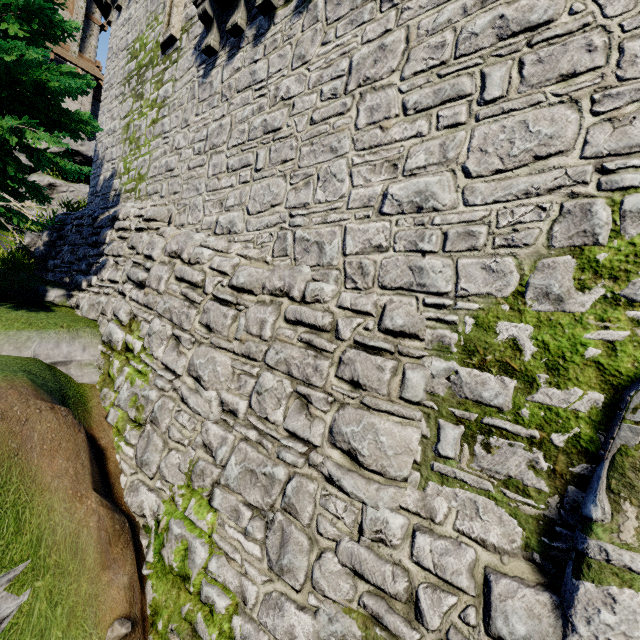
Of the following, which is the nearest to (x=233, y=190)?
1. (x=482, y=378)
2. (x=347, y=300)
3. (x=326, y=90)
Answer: (x=326, y=90)

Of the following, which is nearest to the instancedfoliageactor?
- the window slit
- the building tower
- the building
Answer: the building tower

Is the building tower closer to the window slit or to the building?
the window slit

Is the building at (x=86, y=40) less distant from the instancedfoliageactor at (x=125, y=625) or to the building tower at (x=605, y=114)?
the building tower at (x=605, y=114)

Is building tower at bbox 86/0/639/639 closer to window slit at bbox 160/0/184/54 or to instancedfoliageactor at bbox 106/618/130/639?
window slit at bbox 160/0/184/54

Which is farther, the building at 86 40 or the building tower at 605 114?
the building at 86 40

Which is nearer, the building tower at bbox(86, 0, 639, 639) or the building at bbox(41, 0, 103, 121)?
the building tower at bbox(86, 0, 639, 639)
